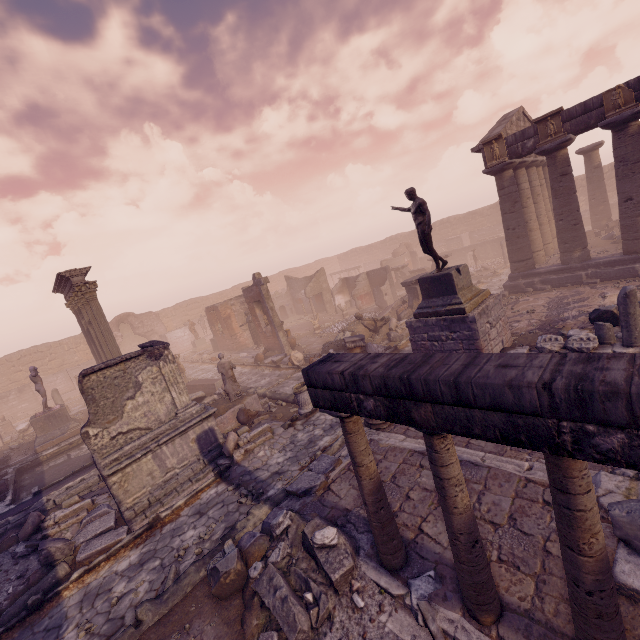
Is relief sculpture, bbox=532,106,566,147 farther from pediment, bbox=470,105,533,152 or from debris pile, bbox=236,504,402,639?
debris pile, bbox=236,504,402,639

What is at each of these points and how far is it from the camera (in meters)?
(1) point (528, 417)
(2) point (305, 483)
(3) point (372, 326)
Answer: (1) entablature, 2.30
(2) debris pile, 6.76
(3) sculpture, 16.50

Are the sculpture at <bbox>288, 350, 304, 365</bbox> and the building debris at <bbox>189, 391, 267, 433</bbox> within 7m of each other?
yes

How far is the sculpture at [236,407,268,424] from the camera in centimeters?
1116cm

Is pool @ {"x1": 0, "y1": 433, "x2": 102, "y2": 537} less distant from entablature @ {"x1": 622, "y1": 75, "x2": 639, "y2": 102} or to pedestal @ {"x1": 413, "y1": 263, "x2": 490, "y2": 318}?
pedestal @ {"x1": 413, "y1": 263, "x2": 490, "y2": 318}

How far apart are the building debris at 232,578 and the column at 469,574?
3.4m

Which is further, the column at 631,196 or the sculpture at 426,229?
the column at 631,196

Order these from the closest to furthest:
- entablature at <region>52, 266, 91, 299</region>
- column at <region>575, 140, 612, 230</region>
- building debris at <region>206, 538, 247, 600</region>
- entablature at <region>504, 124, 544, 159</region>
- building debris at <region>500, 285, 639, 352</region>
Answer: building debris at <region>206, 538, 247, 600</region> → building debris at <region>500, 285, 639, 352</region> → entablature at <region>504, 124, 544, 159</region> → entablature at <region>52, 266, 91, 299</region> → column at <region>575, 140, 612, 230</region>
